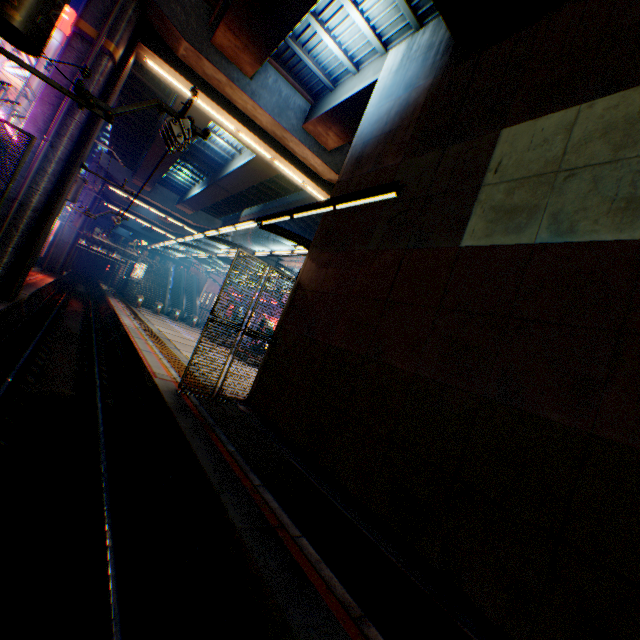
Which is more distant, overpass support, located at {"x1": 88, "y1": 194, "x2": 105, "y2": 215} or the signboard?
the signboard

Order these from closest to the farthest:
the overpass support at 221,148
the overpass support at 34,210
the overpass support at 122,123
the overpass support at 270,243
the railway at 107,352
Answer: the railway at 107,352, the overpass support at 34,210, the overpass support at 221,148, the overpass support at 122,123, the overpass support at 270,243

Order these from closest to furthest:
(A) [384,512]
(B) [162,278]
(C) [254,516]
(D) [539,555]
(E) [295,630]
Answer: (E) [295,630] < (D) [539,555] < (C) [254,516] < (A) [384,512] < (B) [162,278]

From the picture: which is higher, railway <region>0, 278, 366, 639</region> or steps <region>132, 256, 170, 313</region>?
steps <region>132, 256, 170, 313</region>

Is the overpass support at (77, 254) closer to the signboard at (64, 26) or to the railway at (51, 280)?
the railway at (51, 280)

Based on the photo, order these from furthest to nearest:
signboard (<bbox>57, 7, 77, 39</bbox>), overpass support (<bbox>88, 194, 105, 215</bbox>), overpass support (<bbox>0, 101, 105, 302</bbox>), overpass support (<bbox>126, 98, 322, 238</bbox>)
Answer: signboard (<bbox>57, 7, 77, 39</bbox>) < overpass support (<bbox>88, 194, 105, 215</bbox>) < overpass support (<bbox>126, 98, 322, 238</bbox>) < overpass support (<bbox>0, 101, 105, 302</bbox>)

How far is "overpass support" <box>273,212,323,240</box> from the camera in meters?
33.1 m
